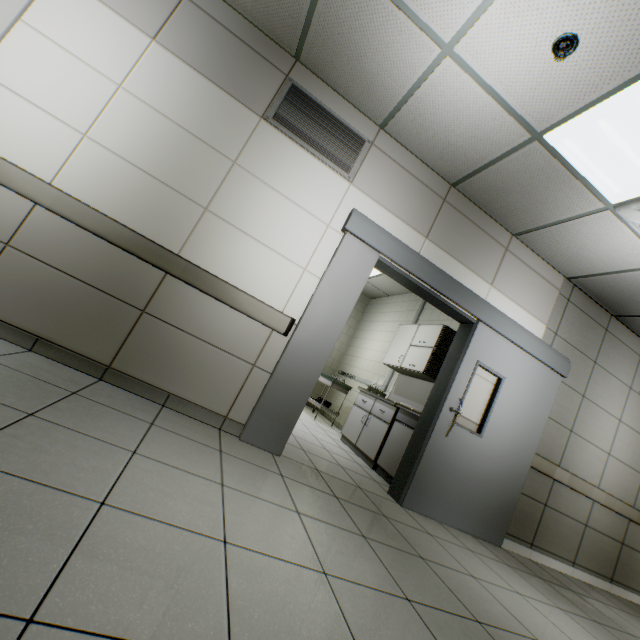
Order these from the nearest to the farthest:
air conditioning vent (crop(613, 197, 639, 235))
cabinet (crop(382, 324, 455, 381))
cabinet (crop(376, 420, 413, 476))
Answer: air conditioning vent (crop(613, 197, 639, 235)), cabinet (crop(376, 420, 413, 476)), cabinet (crop(382, 324, 455, 381))

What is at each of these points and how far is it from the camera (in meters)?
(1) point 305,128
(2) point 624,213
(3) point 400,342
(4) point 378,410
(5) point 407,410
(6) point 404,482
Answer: (1) ventilation grill, 3.02
(2) air conditioning vent, 2.80
(3) cabinet, 5.55
(4) laboratory table, 4.82
(5) sink, 4.16
(6) doorway, 3.35

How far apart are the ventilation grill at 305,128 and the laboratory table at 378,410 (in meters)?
3.04

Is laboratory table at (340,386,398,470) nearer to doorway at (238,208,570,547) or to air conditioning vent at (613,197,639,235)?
doorway at (238,208,570,547)

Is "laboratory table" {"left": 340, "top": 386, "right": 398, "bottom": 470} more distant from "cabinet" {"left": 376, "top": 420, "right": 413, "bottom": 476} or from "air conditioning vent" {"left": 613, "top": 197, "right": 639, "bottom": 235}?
"air conditioning vent" {"left": 613, "top": 197, "right": 639, "bottom": 235}

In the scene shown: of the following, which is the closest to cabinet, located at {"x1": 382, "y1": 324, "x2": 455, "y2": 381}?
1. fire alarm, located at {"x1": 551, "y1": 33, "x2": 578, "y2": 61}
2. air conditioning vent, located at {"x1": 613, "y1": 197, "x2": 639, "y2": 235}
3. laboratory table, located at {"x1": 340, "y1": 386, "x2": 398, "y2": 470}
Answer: laboratory table, located at {"x1": 340, "y1": 386, "x2": 398, "y2": 470}

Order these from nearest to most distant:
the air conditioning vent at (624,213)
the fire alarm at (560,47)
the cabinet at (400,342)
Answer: the fire alarm at (560,47) < the air conditioning vent at (624,213) < the cabinet at (400,342)

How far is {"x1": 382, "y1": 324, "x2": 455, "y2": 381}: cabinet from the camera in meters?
4.7
